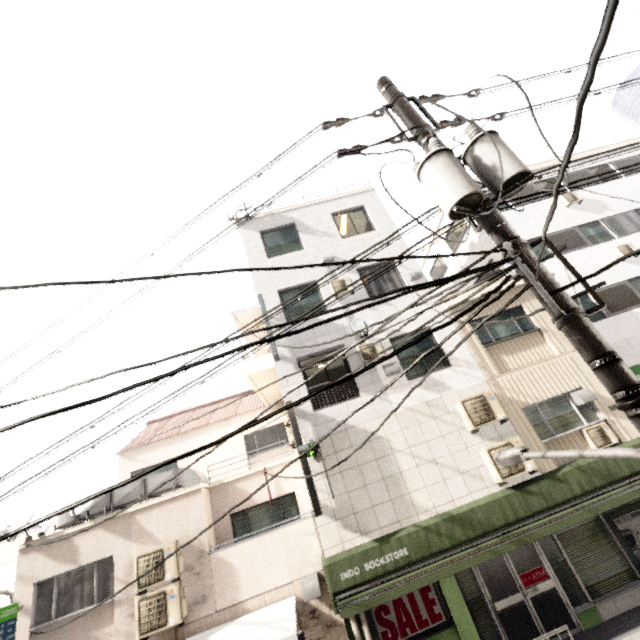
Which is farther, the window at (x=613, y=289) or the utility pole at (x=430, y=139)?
the window at (x=613, y=289)

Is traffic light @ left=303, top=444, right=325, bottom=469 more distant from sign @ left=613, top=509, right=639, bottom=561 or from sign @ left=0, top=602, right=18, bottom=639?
sign @ left=0, top=602, right=18, bottom=639

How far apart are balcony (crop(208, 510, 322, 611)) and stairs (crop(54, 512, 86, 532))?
1.67m

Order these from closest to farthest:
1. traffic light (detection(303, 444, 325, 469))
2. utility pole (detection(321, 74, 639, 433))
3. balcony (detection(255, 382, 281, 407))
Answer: utility pole (detection(321, 74, 639, 433)) < traffic light (detection(303, 444, 325, 469)) < balcony (detection(255, 382, 281, 407))

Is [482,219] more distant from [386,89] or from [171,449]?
[171,449]

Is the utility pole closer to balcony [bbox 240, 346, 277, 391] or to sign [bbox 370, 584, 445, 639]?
sign [bbox 370, 584, 445, 639]

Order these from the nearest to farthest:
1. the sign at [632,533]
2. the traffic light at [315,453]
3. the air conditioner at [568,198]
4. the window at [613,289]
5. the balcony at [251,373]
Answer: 1. the traffic light at [315,453]
2. the sign at [632,533]
3. the balcony at [251,373]
4. the window at [613,289]
5. the air conditioner at [568,198]

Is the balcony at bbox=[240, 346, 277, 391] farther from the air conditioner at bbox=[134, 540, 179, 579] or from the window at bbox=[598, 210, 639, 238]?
the window at bbox=[598, 210, 639, 238]
